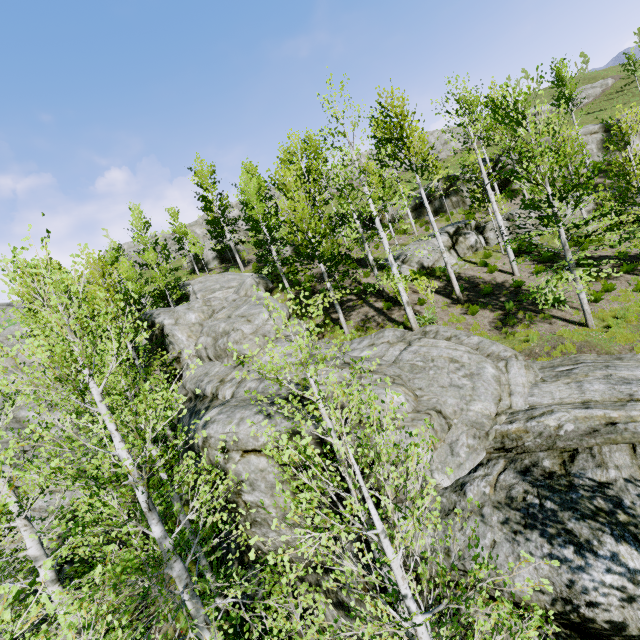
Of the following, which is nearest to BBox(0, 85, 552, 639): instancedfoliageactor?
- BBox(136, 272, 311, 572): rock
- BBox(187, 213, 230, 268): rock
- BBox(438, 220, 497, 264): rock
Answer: BBox(136, 272, 311, 572): rock

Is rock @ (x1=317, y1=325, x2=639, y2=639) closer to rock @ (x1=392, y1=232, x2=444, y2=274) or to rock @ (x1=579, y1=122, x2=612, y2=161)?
rock @ (x1=392, y1=232, x2=444, y2=274)

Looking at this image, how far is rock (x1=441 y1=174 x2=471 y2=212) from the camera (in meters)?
27.25

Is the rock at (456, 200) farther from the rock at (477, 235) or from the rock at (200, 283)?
the rock at (200, 283)

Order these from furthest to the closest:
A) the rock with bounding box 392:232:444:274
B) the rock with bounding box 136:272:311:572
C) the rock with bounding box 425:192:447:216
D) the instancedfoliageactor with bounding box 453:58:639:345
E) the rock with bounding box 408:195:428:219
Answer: the rock with bounding box 408:195:428:219 → the rock with bounding box 425:192:447:216 → the rock with bounding box 392:232:444:274 → the instancedfoliageactor with bounding box 453:58:639:345 → the rock with bounding box 136:272:311:572

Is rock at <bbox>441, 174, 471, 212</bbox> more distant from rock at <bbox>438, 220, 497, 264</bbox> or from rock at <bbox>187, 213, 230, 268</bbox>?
rock at <bbox>187, 213, 230, 268</bbox>

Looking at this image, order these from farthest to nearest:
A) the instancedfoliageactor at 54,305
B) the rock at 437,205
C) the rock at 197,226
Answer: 1. the rock at 197,226
2. the rock at 437,205
3. the instancedfoliageactor at 54,305

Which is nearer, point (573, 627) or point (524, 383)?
point (573, 627)
